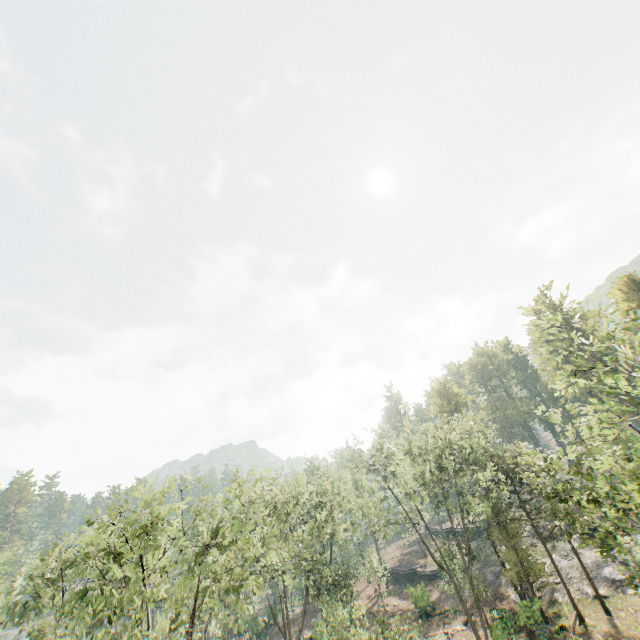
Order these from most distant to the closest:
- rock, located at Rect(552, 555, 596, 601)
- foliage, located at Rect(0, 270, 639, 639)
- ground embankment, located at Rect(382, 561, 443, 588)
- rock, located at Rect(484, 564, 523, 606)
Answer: ground embankment, located at Rect(382, 561, 443, 588) → rock, located at Rect(484, 564, 523, 606) → rock, located at Rect(552, 555, 596, 601) → foliage, located at Rect(0, 270, 639, 639)

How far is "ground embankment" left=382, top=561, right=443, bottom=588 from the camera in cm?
4716

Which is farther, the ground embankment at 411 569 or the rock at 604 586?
the ground embankment at 411 569

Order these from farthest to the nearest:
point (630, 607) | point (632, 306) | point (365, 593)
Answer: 1. point (365, 593)
2. point (632, 306)
3. point (630, 607)

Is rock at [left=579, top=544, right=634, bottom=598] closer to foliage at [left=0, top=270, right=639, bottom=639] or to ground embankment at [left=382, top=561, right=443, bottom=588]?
foliage at [left=0, top=270, right=639, bottom=639]

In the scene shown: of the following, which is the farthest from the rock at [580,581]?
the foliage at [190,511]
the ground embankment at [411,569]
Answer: the ground embankment at [411,569]

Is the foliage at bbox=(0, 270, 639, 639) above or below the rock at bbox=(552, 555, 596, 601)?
above
